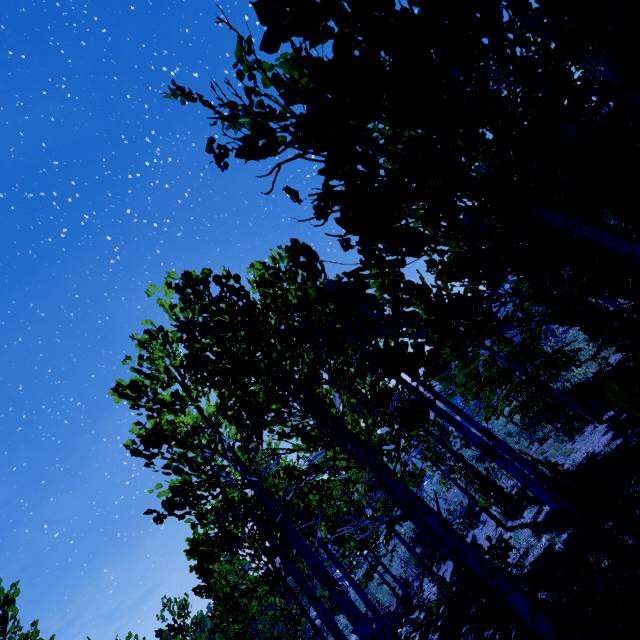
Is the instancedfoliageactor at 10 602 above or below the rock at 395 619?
above

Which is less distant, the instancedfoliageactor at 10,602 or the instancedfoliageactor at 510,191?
the instancedfoliageactor at 510,191

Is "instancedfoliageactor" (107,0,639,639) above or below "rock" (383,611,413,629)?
above

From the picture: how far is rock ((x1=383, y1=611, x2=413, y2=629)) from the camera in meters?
15.9

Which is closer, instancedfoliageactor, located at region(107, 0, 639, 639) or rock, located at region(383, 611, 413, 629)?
instancedfoliageactor, located at region(107, 0, 639, 639)

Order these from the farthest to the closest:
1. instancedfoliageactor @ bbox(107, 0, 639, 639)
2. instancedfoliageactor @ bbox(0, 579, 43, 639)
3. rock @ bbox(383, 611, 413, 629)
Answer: rock @ bbox(383, 611, 413, 629) → instancedfoliageactor @ bbox(0, 579, 43, 639) → instancedfoliageactor @ bbox(107, 0, 639, 639)

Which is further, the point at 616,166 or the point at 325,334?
the point at 325,334
